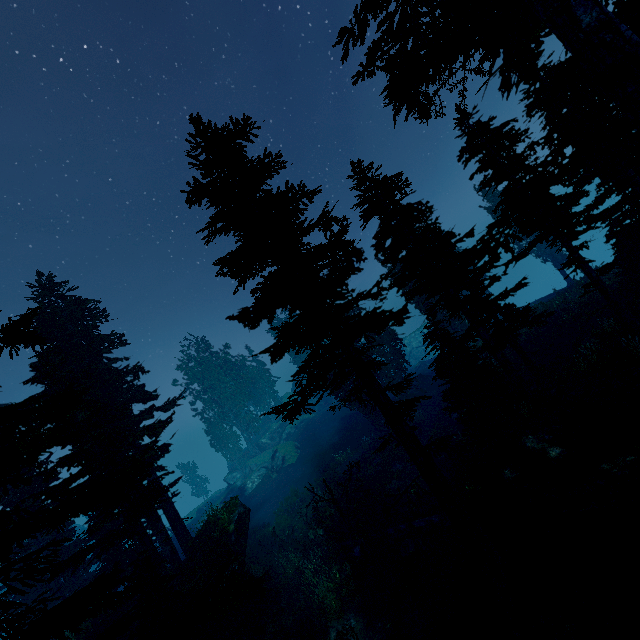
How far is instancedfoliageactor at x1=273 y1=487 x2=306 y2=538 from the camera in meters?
24.9

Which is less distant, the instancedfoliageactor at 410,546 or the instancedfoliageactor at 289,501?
the instancedfoliageactor at 410,546

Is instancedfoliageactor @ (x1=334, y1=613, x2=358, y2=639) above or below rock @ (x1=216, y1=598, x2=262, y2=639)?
below

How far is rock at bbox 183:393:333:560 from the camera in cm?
1684

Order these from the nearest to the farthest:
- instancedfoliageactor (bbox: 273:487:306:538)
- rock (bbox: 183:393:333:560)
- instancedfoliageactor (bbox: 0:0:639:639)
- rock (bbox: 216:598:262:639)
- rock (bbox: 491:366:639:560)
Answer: instancedfoliageactor (bbox: 0:0:639:639) → rock (bbox: 491:366:639:560) → rock (bbox: 216:598:262:639) → rock (bbox: 183:393:333:560) → instancedfoliageactor (bbox: 273:487:306:538)

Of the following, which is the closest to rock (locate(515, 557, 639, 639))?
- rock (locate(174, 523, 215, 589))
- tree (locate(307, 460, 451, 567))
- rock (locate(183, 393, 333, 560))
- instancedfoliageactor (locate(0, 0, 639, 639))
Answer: instancedfoliageactor (locate(0, 0, 639, 639))

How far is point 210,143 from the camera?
10.2 meters

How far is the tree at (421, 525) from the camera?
14.87m
